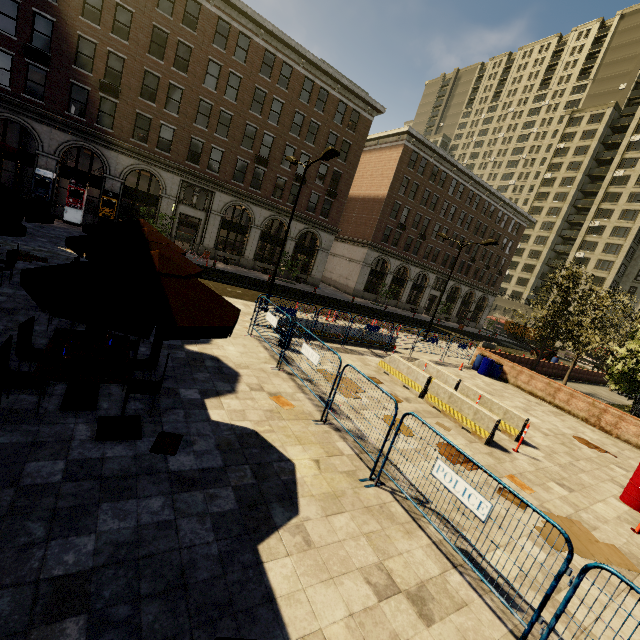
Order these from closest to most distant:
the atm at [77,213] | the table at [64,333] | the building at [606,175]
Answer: the table at [64,333]
the atm at [77,213]
the building at [606,175]

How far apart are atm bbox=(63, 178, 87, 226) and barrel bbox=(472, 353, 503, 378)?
29.3 meters

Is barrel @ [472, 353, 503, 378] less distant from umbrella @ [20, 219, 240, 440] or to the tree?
the tree

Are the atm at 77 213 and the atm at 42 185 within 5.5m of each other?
yes

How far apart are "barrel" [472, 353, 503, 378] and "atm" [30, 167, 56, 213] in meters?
30.8

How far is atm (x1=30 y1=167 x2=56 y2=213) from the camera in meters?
22.1

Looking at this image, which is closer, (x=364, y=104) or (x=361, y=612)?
(x=361, y=612)

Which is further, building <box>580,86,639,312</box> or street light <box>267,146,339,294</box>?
building <box>580,86,639,312</box>
